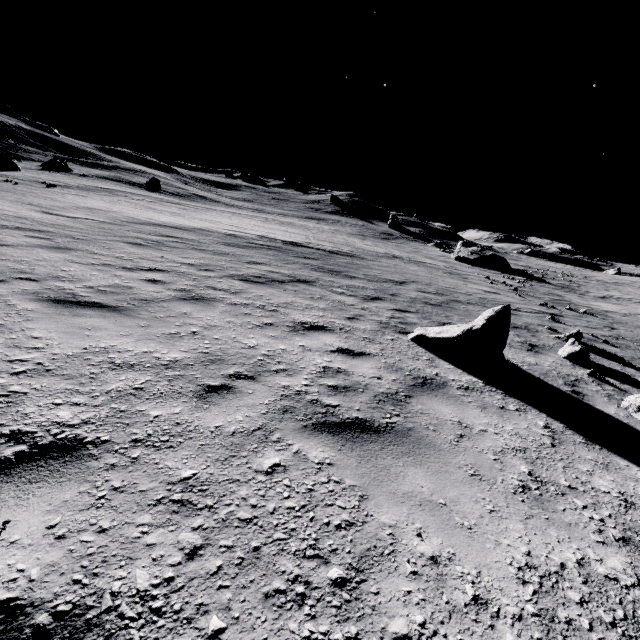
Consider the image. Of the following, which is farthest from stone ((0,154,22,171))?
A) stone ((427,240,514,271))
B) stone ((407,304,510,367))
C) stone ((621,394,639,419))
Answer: stone ((427,240,514,271))

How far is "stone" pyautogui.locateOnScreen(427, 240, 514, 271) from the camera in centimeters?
3572cm

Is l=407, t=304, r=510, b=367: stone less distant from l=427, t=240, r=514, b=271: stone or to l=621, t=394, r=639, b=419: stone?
l=621, t=394, r=639, b=419: stone

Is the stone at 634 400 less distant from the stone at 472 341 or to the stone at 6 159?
the stone at 472 341

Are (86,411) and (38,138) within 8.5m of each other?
no

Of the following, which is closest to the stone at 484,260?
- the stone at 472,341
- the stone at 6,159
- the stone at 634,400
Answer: the stone at 472,341
